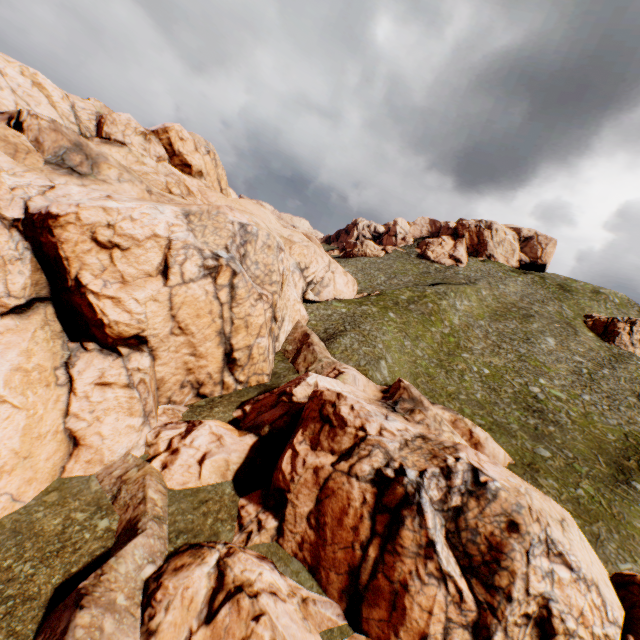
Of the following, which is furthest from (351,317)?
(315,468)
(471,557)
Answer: (471,557)

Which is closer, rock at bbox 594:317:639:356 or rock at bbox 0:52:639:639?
rock at bbox 0:52:639:639

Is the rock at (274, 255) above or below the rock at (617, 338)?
below

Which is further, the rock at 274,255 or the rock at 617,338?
the rock at 617,338

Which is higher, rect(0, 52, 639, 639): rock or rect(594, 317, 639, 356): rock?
rect(594, 317, 639, 356): rock
